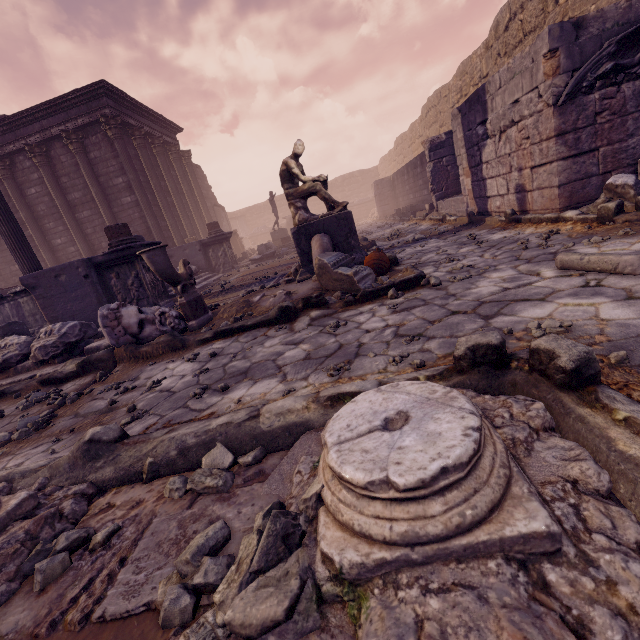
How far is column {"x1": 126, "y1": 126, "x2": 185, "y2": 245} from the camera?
14.3m

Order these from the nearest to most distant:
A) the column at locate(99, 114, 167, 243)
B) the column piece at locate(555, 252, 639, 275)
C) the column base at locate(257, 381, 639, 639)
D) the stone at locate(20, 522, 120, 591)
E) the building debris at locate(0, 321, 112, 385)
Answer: the column base at locate(257, 381, 639, 639) < the stone at locate(20, 522, 120, 591) < the column piece at locate(555, 252, 639, 275) < the building debris at locate(0, 321, 112, 385) < the column at locate(99, 114, 167, 243)

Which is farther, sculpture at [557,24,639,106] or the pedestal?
the pedestal

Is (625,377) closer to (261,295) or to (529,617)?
(529,617)

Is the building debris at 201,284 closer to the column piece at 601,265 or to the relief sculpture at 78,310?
the relief sculpture at 78,310

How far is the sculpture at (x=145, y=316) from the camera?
4.24m

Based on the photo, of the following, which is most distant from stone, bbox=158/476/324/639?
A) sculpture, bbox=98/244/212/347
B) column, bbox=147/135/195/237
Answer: column, bbox=147/135/195/237

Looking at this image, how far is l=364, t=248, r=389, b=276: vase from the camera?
4.7 meters
